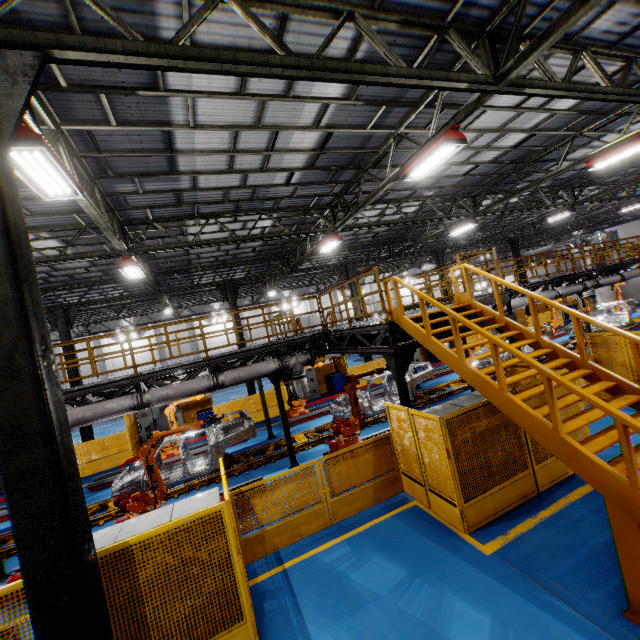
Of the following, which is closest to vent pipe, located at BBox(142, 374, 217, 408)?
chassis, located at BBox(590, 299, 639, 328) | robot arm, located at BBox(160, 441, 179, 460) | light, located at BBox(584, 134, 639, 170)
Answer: chassis, located at BBox(590, 299, 639, 328)

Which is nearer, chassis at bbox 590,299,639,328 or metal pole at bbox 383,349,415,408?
metal pole at bbox 383,349,415,408

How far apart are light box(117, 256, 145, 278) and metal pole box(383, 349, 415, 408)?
8.45m

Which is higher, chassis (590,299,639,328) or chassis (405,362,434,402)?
chassis (405,362,434,402)

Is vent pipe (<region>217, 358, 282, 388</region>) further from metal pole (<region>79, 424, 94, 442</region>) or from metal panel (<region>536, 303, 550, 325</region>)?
metal pole (<region>79, 424, 94, 442</region>)

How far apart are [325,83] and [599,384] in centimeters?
762cm

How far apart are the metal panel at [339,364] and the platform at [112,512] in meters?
4.6

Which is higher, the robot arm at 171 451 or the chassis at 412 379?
the chassis at 412 379
